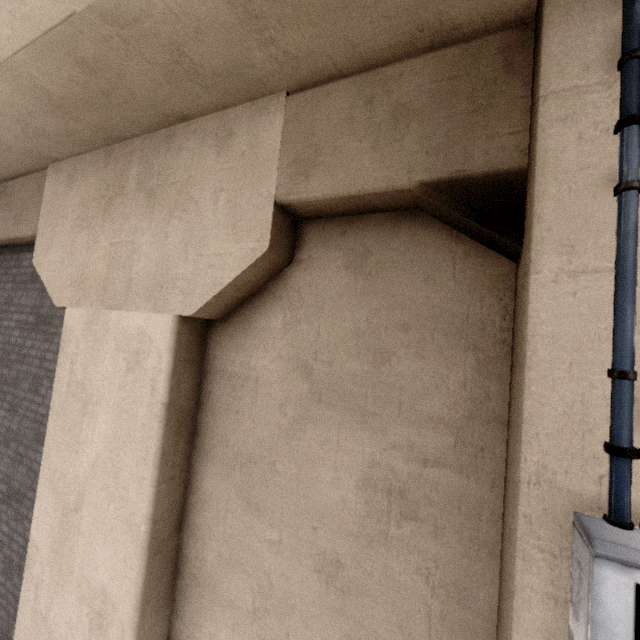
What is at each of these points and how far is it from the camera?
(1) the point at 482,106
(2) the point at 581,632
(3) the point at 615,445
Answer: (1) concrete pillar, 2.03m
(2) electrical box, 1.27m
(3) electrical conduit, 1.39m

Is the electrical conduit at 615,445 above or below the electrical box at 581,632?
above

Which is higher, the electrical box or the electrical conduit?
the electrical conduit
